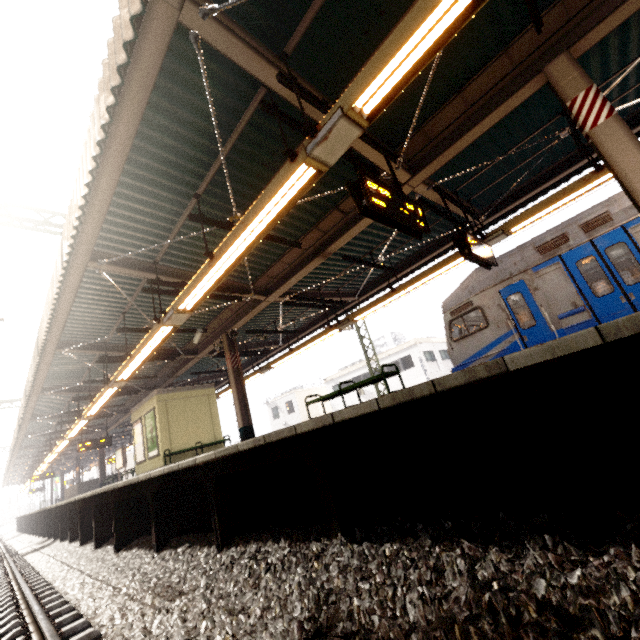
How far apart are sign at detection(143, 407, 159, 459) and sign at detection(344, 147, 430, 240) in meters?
11.6

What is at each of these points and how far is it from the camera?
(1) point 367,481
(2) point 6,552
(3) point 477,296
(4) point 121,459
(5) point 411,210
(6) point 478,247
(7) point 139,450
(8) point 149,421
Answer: (1) platform underside, 3.37m
(2) train track, 11.95m
(3) train, 8.46m
(4) sign, 18.41m
(5) sign, 4.62m
(6) sign, 6.50m
(7) sign, 13.33m
(8) sign, 12.59m

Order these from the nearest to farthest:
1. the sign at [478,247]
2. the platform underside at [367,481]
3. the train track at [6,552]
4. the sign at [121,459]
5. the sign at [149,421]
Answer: the platform underside at [367,481]
the train track at [6,552]
the sign at [478,247]
the sign at [149,421]
the sign at [121,459]

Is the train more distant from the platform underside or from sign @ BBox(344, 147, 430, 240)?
sign @ BBox(344, 147, 430, 240)

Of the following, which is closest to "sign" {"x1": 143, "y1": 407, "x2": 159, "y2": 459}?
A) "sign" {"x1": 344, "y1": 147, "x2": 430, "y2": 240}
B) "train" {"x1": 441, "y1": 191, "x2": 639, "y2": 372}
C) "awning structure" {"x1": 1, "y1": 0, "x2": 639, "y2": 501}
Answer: "awning structure" {"x1": 1, "y1": 0, "x2": 639, "y2": 501}

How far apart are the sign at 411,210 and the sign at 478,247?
1.64m

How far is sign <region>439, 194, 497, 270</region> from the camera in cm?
615

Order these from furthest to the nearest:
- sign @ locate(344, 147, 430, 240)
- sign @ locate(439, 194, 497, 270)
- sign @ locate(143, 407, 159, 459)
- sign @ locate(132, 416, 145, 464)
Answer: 1. sign @ locate(132, 416, 145, 464)
2. sign @ locate(143, 407, 159, 459)
3. sign @ locate(439, 194, 497, 270)
4. sign @ locate(344, 147, 430, 240)
